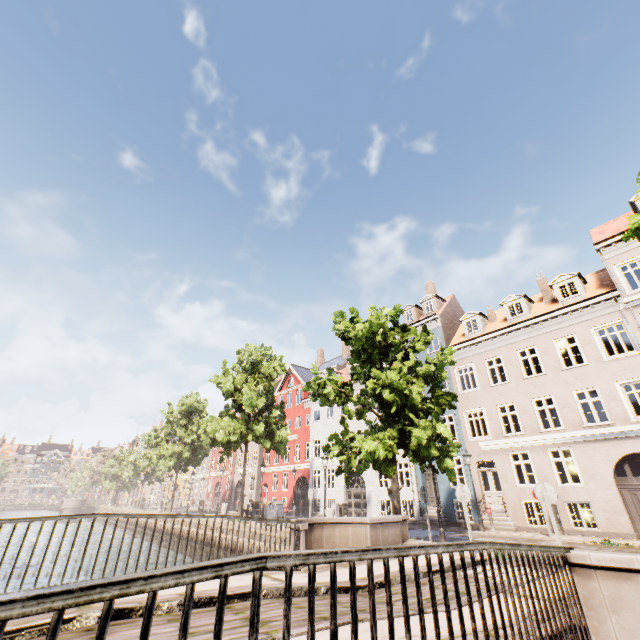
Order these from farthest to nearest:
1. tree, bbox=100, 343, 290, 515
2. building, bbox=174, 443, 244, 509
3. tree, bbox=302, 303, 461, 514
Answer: building, bbox=174, 443, 244, 509 < tree, bbox=100, 343, 290, 515 < tree, bbox=302, 303, 461, 514

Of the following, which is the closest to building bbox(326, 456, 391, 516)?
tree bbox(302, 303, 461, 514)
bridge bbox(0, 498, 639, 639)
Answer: tree bbox(302, 303, 461, 514)

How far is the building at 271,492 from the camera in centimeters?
3022cm

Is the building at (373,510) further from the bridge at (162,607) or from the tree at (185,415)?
the bridge at (162,607)

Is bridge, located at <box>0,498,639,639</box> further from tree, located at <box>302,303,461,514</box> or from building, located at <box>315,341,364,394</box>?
building, located at <box>315,341,364,394</box>

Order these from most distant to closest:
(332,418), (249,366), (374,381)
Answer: (332,418) → (249,366) → (374,381)

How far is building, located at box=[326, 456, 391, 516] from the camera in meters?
23.9
